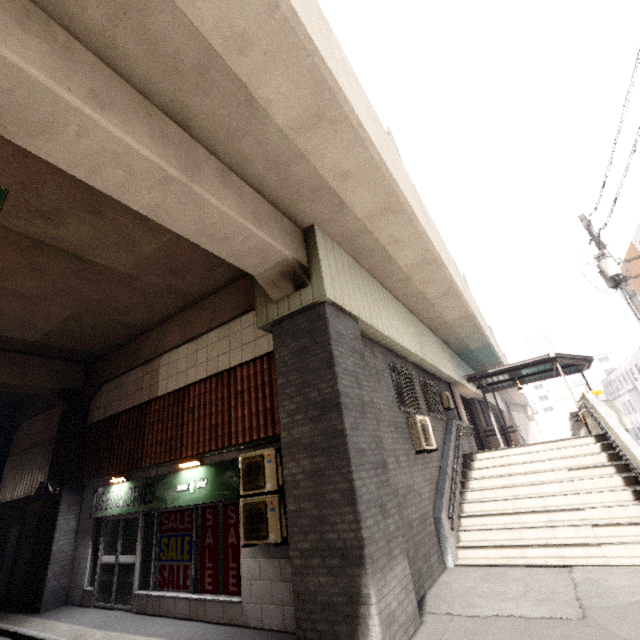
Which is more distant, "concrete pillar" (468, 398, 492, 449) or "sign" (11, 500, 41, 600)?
"concrete pillar" (468, 398, 492, 449)

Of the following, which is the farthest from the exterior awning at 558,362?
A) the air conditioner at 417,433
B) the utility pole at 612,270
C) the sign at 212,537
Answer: the sign at 212,537

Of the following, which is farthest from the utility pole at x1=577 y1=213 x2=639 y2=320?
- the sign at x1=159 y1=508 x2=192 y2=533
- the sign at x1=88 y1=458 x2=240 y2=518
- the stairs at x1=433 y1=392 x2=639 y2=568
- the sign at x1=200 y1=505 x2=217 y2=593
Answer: the sign at x1=159 y1=508 x2=192 y2=533

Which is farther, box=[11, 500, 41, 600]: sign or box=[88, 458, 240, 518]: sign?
box=[11, 500, 41, 600]: sign

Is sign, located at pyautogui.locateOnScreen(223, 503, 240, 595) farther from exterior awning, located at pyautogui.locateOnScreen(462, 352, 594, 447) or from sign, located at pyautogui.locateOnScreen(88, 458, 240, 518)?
exterior awning, located at pyautogui.locateOnScreen(462, 352, 594, 447)

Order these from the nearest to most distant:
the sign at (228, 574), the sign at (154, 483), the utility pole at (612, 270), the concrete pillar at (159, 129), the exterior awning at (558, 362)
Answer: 1. the concrete pillar at (159, 129)
2. the sign at (228, 574)
3. the sign at (154, 483)
4. the utility pole at (612, 270)
5. the exterior awning at (558, 362)

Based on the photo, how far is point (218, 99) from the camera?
4.4 meters

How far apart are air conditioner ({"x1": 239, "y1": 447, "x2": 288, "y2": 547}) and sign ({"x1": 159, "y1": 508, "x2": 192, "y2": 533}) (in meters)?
2.03
